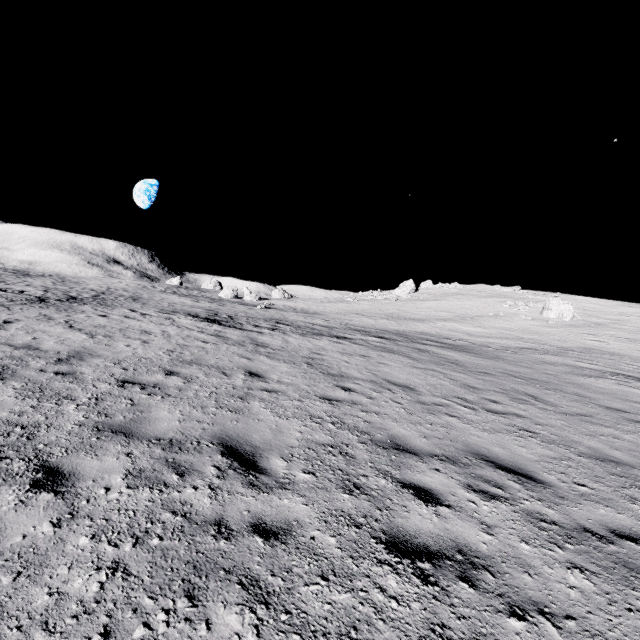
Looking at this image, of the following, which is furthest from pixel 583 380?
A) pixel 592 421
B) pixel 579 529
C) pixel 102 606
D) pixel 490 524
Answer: pixel 102 606

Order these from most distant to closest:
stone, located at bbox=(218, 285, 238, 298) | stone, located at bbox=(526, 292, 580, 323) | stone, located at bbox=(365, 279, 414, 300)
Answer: stone, located at bbox=(365, 279, 414, 300) < stone, located at bbox=(218, 285, 238, 298) < stone, located at bbox=(526, 292, 580, 323)

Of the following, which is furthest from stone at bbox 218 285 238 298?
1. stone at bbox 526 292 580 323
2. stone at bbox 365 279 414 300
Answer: stone at bbox 526 292 580 323

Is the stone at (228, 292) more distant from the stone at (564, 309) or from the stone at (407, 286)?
the stone at (564, 309)

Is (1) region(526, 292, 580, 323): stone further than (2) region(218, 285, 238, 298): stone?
No

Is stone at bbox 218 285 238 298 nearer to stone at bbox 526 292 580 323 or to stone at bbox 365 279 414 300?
stone at bbox 365 279 414 300

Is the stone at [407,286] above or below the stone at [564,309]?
above
